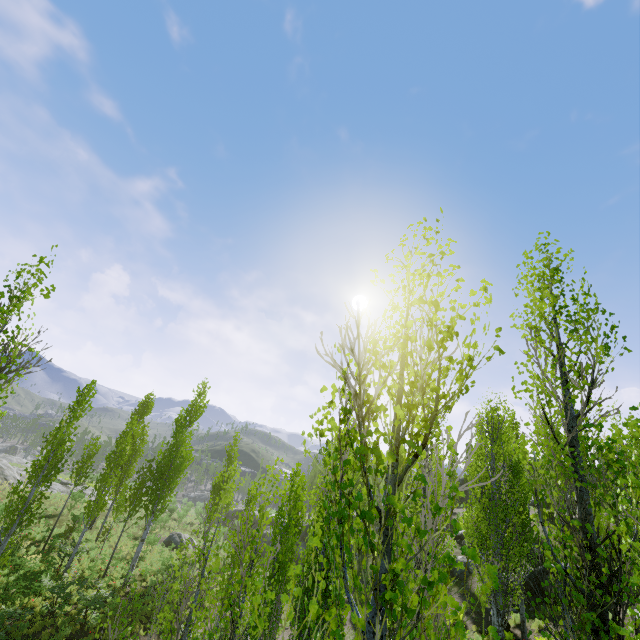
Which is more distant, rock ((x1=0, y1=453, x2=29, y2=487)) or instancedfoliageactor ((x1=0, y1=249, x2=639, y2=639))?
rock ((x1=0, y1=453, x2=29, y2=487))

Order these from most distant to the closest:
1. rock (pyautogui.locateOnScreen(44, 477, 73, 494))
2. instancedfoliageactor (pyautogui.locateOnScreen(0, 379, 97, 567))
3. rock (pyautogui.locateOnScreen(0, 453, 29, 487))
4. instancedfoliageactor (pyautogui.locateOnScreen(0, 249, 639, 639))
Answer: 1. rock (pyautogui.locateOnScreen(44, 477, 73, 494))
2. rock (pyautogui.locateOnScreen(0, 453, 29, 487))
3. instancedfoliageactor (pyautogui.locateOnScreen(0, 379, 97, 567))
4. instancedfoliageactor (pyautogui.locateOnScreen(0, 249, 639, 639))

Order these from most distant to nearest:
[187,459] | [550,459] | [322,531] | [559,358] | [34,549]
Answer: [550,459]
[187,459]
[34,549]
[322,531]
[559,358]

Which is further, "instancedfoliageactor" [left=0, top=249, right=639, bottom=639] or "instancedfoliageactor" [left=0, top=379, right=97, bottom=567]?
"instancedfoliageactor" [left=0, top=379, right=97, bottom=567]

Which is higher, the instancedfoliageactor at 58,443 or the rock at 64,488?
the instancedfoliageactor at 58,443

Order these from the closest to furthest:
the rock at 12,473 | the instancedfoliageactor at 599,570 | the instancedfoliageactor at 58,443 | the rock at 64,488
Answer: the instancedfoliageactor at 599,570 → the instancedfoliageactor at 58,443 → the rock at 12,473 → the rock at 64,488

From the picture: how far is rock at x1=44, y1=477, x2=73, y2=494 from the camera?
34.1m

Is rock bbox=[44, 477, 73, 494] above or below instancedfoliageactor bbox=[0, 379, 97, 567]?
below
